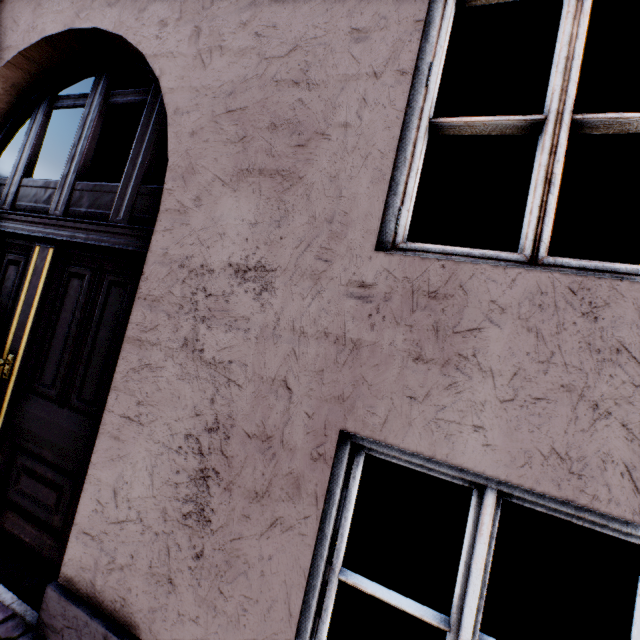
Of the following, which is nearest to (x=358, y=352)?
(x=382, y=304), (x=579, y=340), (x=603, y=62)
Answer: (x=382, y=304)
